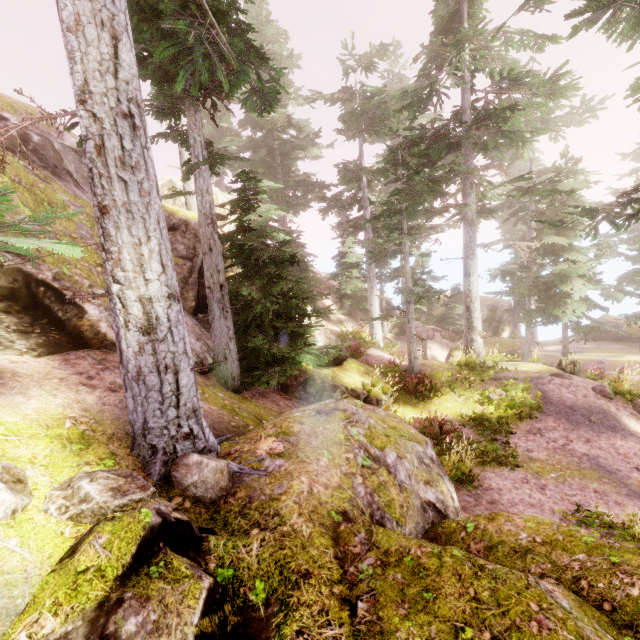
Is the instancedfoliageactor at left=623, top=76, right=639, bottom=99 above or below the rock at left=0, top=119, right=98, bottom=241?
above

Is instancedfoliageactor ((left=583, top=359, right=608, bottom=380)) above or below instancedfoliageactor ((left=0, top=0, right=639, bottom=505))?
below

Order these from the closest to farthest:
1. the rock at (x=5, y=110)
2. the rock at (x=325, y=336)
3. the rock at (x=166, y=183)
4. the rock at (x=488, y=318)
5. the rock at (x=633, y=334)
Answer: the rock at (x=5, y=110)
the rock at (x=325, y=336)
the rock at (x=166, y=183)
the rock at (x=488, y=318)
the rock at (x=633, y=334)

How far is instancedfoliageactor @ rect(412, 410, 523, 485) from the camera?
7.68m

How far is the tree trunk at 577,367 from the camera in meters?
16.8 m

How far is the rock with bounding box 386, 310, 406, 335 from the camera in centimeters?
2955cm

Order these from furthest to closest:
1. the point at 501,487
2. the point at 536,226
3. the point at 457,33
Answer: the point at 536,226, the point at 457,33, the point at 501,487

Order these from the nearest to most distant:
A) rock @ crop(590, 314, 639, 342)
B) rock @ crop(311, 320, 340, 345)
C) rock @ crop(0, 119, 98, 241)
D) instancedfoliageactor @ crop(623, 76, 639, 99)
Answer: rock @ crop(0, 119, 98, 241) → instancedfoliageactor @ crop(623, 76, 639, 99) → rock @ crop(311, 320, 340, 345) → rock @ crop(590, 314, 639, 342)
